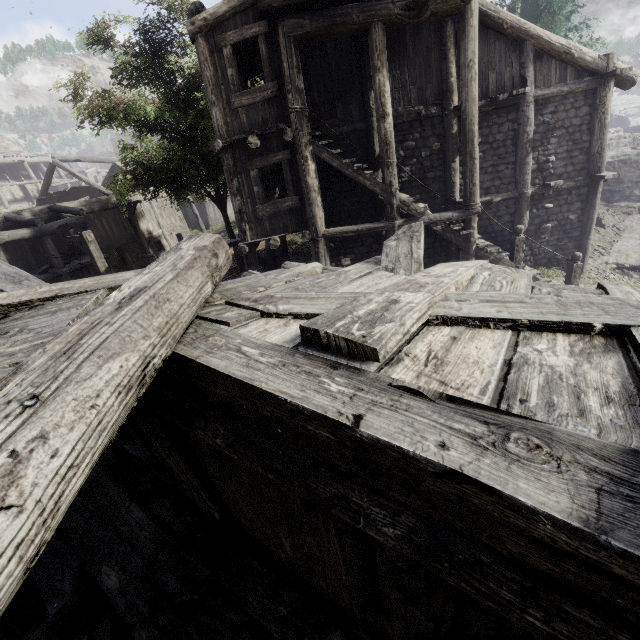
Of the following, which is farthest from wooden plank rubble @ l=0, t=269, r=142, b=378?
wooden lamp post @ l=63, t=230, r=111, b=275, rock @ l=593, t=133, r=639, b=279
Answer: rock @ l=593, t=133, r=639, b=279

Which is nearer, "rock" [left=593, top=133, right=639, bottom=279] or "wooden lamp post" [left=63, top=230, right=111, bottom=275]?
"wooden lamp post" [left=63, top=230, right=111, bottom=275]

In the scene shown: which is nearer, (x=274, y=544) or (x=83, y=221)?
(x=274, y=544)

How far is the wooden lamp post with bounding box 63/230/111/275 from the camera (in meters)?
10.09

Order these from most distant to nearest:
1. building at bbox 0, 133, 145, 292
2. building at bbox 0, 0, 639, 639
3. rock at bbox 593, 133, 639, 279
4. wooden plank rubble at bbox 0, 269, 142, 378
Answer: building at bbox 0, 133, 145, 292
rock at bbox 593, 133, 639, 279
wooden plank rubble at bbox 0, 269, 142, 378
building at bbox 0, 0, 639, 639

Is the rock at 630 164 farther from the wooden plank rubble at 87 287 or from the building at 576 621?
the wooden plank rubble at 87 287

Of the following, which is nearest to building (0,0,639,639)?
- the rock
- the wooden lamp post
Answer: the rock

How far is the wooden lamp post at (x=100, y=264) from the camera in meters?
10.1 m
